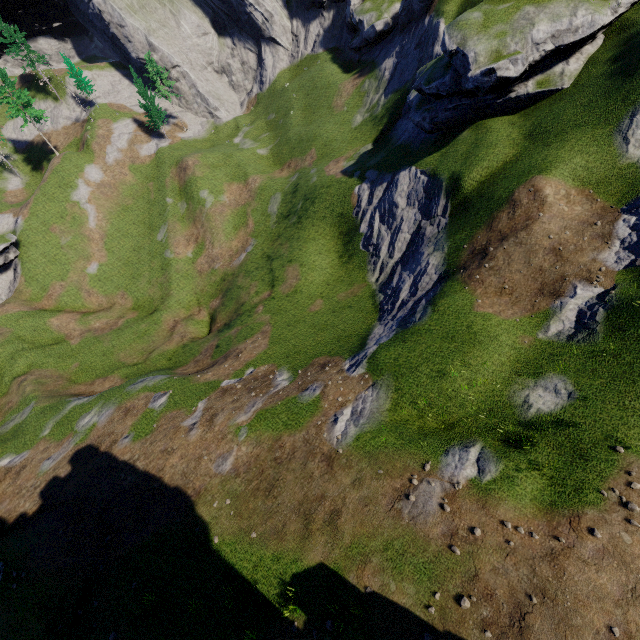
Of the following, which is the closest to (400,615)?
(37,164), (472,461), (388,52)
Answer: (472,461)
